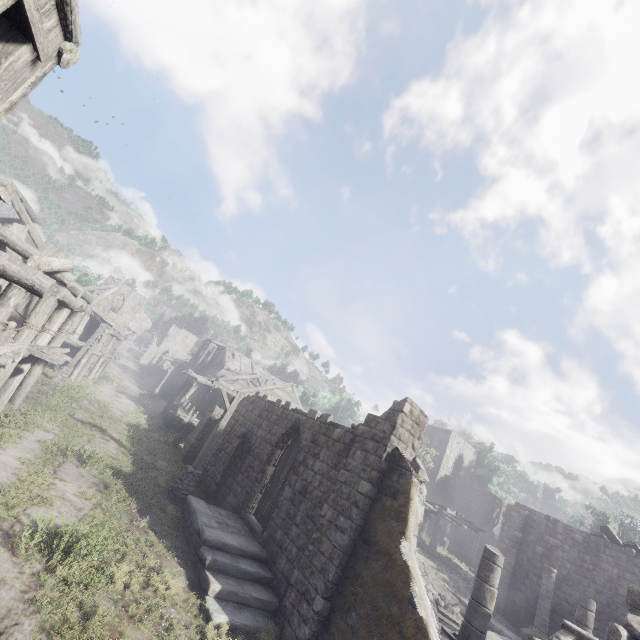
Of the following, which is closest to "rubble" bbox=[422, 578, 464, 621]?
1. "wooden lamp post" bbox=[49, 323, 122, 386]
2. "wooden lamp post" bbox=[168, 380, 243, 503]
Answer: "wooden lamp post" bbox=[168, 380, 243, 503]

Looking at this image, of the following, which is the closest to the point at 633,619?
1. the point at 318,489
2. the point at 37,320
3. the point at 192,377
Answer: the point at 318,489

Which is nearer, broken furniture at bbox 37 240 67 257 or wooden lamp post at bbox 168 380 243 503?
wooden lamp post at bbox 168 380 243 503

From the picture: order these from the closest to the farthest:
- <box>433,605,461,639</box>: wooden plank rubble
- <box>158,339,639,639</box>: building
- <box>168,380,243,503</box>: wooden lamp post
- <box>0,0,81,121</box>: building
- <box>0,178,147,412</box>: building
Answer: <box>0,0,81,121</box>: building < <box>158,339,639,639</box>: building < <box>0,178,147,412</box>: building < <box>433,605,461,639</box>: wooden plank rubble < <box>168,380,243,503</box>: wooden lamp post

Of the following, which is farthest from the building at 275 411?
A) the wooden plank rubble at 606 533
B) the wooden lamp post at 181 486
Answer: the wooden lamp post at 181 486

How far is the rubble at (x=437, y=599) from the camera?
14.38m

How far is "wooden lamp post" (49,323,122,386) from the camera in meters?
21.1

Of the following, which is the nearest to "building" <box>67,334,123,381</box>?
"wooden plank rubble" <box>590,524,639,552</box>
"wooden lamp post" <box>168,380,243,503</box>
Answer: "wooden plank rubble" <box>590,524,639,552</box>
